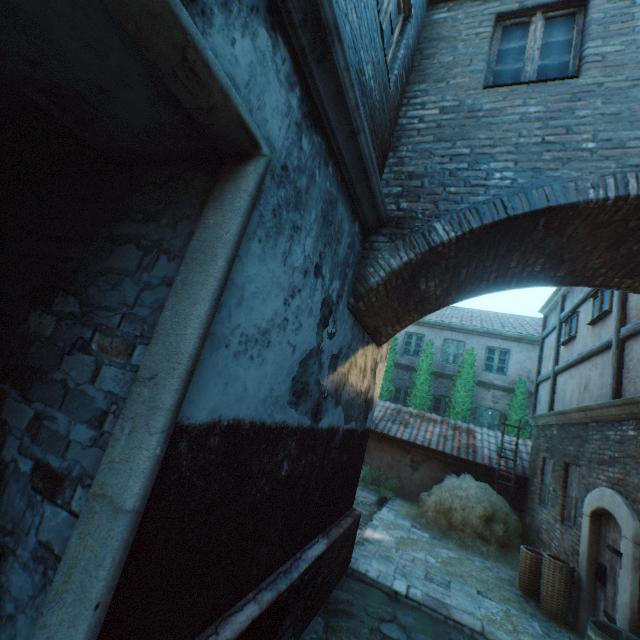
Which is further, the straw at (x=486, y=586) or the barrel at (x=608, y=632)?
the straw at (x=486, y=586)

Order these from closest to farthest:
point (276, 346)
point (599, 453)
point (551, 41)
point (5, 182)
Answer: point (276, 346) → point (5, 182) → point (551, 41) → point (599, 453)

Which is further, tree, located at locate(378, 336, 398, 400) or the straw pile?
tree, located at locate(378, 336, 398, 400)

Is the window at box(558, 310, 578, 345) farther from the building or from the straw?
the straw

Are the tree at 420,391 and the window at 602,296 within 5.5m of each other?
no

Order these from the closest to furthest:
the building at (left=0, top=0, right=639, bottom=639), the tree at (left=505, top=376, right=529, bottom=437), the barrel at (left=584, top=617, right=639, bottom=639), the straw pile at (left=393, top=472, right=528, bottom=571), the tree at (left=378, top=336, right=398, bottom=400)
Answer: the building at (left=0, top=0, right=639, bottom=639), the barrel at (left=584, top=617, right=639, bottom=639), the straw pile at (left=393, top=472, right=528, bottom=571), the tree at (left=505, top=376, right=529, bottom=437), the tree at (left=378, top=336, right=398, bottom=400)

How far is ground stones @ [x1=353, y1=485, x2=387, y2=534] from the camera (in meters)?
8.20

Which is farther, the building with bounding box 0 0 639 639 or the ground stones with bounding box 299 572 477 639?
the ground stones with bounding box 299 572 477 639
